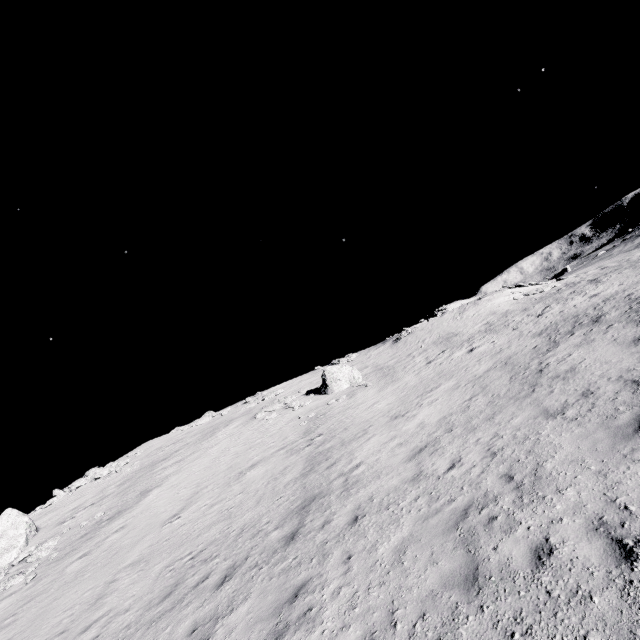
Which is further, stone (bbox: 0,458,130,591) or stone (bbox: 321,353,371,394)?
stone (bbox: 321,353,371,394)

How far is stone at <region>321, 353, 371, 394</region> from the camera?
25.9m

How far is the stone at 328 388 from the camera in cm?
2591

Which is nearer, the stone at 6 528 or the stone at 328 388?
the stone at 6 528

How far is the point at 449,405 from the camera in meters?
13.7
